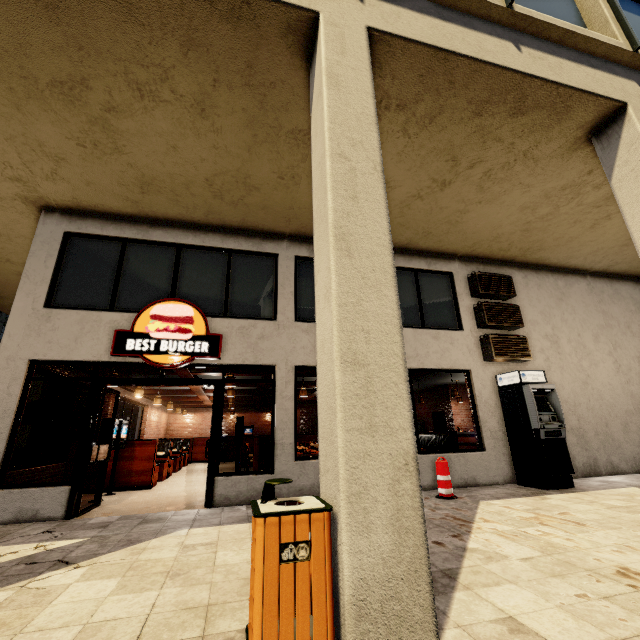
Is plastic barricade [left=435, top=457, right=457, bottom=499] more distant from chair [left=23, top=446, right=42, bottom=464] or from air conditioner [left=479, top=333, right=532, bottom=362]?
chair [left=23, top=446, right=42, bottom=464]

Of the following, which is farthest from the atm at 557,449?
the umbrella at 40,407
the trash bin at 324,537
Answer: the umbrella at 40,407

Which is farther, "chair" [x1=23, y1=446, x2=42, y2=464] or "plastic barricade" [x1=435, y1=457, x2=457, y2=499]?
"chair" [x1=23, y1=446, x2=42, y2=464]

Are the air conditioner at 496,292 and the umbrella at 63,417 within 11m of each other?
no

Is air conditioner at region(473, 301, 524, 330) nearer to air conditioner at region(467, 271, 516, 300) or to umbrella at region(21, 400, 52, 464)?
air conditioner at region(467, 271, 516, 300)

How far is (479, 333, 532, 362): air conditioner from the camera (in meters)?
8.20

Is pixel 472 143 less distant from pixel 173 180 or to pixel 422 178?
pixel 422 178

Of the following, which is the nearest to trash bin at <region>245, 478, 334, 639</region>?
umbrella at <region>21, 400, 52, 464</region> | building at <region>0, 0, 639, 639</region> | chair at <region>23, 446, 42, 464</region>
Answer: building at <region>0, 0, 639, 639</region>
